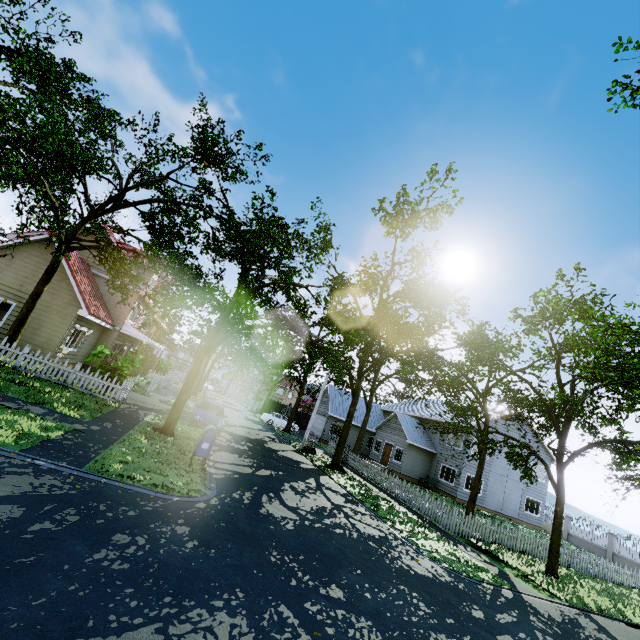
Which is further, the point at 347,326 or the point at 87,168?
the point at 87,168

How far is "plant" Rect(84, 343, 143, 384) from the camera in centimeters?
1481cm

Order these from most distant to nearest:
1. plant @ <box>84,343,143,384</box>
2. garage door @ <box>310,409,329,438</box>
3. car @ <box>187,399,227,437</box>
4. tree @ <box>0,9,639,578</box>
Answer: garage door @ <box>310,409,329,438</box> < car @ <box>187,399,227,437</box> < plant @ <box>84,343,143,384</box> < tree @ <box>0,9,639,578</box>

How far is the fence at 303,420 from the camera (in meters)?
42.78

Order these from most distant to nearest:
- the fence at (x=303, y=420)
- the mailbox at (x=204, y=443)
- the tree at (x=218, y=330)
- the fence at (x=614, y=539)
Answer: the fence at (x=303, y=420) → the fence at (x=614, y=539) → the tree at (x=218, y=330) → the mailbox at (x=204, y=443)

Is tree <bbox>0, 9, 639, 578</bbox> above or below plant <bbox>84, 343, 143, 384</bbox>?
above

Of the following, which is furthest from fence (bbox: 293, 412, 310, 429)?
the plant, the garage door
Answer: the plant

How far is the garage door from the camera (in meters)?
36.34
